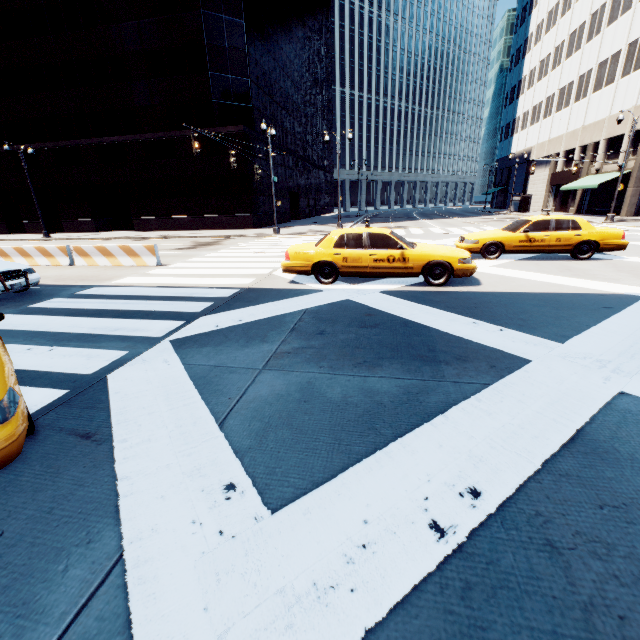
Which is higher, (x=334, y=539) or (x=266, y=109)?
(x=266, y=109)

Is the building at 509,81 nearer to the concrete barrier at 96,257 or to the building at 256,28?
the building at 256,28

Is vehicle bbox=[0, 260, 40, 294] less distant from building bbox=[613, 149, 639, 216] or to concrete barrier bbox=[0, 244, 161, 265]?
concrete barrier bbox=[0, 244, 161, 265]

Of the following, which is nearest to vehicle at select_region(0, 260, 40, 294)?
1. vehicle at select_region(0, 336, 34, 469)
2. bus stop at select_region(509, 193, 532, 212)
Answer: vehicle at select_region(0, 336, 34, 469)

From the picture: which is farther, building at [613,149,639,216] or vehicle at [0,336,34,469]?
building at [613,149,639,216]

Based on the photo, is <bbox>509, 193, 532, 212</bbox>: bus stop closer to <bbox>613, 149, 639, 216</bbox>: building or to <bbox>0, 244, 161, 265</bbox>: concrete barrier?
<bbox>613, 149, 639, 216</bbox>: building

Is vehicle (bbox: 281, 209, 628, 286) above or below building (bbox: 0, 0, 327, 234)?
below

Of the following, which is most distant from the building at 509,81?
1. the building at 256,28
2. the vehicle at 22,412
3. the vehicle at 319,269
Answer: the vehicle at 22,412
